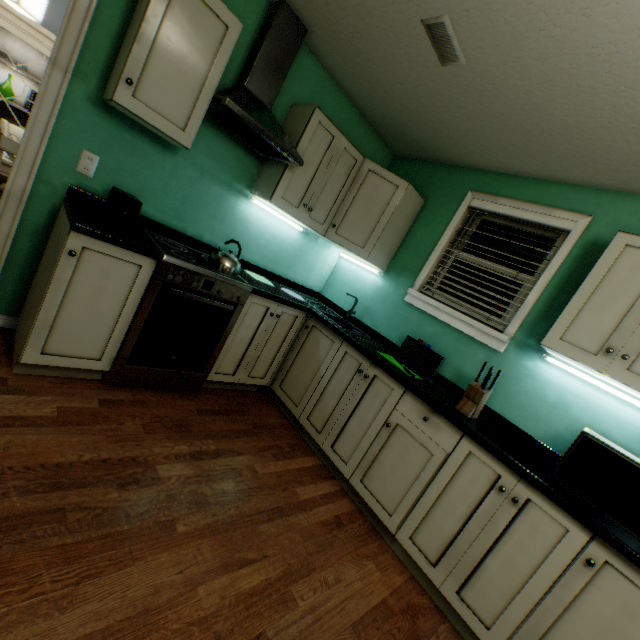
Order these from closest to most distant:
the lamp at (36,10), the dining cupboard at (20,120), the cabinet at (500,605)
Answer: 1. the cabinet at (500,605)
2. the lamp at (36,10)
3. the dining cupboard at (20,120)

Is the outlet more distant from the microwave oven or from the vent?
the microwave oven

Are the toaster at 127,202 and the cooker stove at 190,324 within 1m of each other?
yes

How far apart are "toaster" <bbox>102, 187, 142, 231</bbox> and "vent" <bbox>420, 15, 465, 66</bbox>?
1.71m

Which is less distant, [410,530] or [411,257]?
[410,530]

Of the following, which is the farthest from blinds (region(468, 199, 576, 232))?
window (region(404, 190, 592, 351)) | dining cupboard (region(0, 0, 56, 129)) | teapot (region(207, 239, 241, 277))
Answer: dining cupboard (region(0, 0, 56, 129))

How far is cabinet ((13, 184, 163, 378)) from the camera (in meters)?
1.54

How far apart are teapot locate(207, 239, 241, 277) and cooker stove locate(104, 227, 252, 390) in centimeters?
1cm
